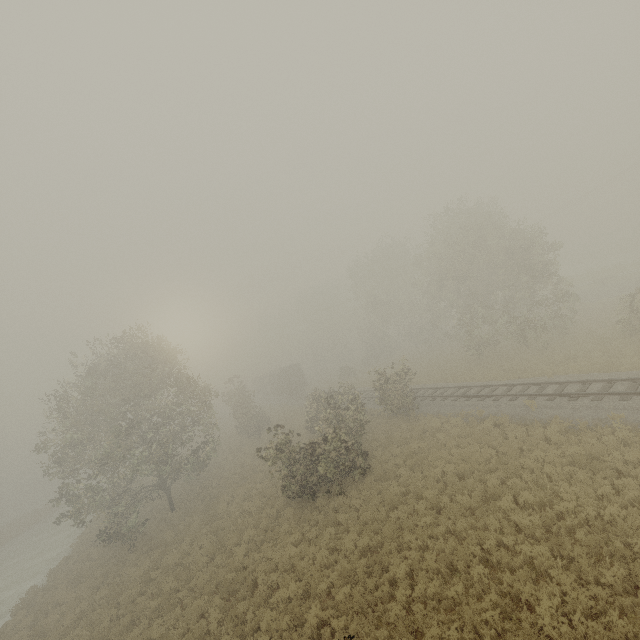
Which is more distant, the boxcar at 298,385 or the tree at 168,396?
the boxcar at 298,385

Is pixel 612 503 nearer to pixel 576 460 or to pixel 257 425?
pixel 576 460

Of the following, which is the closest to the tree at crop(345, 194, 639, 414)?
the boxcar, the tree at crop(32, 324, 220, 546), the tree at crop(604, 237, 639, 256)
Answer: the tree at crop(32, 324, 220, 546)

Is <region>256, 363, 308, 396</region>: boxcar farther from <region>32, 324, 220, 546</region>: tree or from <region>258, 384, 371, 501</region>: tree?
<region>32, 324, 220, 546</region>: tree

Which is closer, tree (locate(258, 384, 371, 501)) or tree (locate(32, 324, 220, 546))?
tree (locate(258, 384, 371, 501))

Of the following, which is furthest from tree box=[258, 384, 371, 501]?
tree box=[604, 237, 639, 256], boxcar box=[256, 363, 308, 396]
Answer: tree box=[604, 237, 639, 256]

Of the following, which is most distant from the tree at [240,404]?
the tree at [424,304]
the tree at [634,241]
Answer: the tree at [634,241]

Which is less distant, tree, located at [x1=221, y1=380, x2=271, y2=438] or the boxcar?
tree, located at [x1=221, y1=380, x2=271, y2=438]
